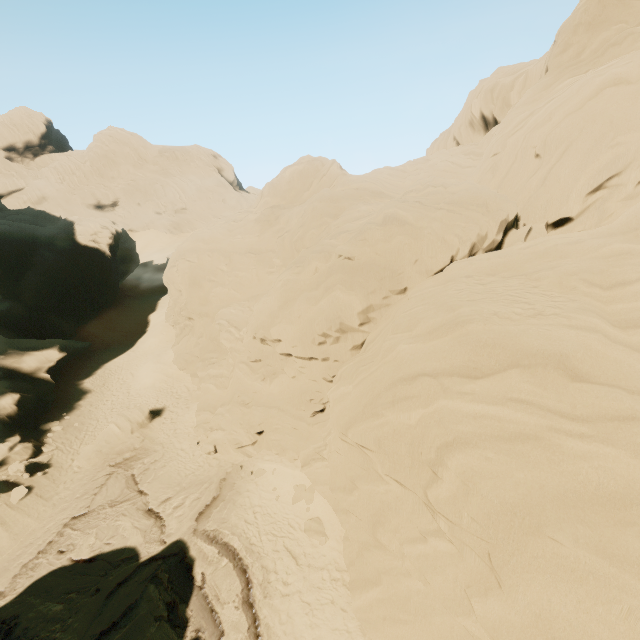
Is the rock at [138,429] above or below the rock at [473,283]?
below

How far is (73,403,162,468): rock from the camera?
19.7 meters

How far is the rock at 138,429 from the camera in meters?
19.7 m

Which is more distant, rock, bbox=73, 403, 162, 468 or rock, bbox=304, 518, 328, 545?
rock, bbox=73, 403, 162, 468

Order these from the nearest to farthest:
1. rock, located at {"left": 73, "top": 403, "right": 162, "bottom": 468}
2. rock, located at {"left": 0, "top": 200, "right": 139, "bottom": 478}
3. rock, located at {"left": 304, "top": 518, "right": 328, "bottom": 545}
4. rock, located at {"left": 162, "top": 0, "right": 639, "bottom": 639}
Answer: rock, located at {"left": 162, "top": 0, "right": 639, "bottom": 639}
rock, located at {"left": 304, "top": 518, "right": 328, "bottom": 545}
rock, located at {"left": 73, "top": 403, "right": 162, "bottom": 468}
rock, located at {"left": 0, "top": 200, "right": 139, "bottom": 478}

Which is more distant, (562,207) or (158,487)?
(158,487)
